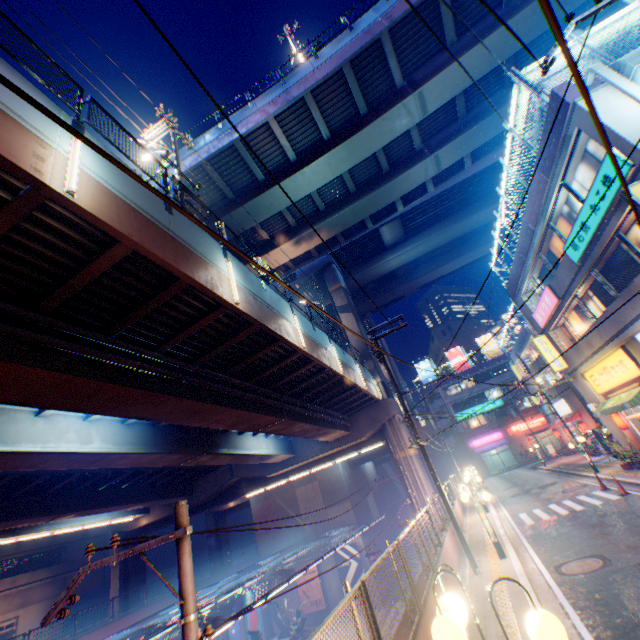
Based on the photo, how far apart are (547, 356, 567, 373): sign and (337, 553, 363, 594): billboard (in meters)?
24.76

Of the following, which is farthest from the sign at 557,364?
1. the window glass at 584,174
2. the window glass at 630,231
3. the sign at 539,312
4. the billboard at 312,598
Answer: the billboard at 312,598

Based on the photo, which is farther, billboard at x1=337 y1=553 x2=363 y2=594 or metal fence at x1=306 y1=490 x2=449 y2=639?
billboard at x1=337 y1=553 x2=363 y2=594

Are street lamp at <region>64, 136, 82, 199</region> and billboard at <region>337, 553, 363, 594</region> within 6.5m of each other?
no

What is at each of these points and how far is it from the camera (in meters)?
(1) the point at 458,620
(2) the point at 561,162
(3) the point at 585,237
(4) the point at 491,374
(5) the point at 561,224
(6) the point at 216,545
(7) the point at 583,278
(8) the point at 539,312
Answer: (1) street lamp, 2.73
(2) building, 12.29
(3) sign, 12.90
(4) building, 53.69
(5) window glass, 15.20
(6) overpass support, 42.97
(7) building, 14.67
(8) sign, 20.25

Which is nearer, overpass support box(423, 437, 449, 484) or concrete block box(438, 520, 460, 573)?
concrete block box(438, 520, 460, 573)

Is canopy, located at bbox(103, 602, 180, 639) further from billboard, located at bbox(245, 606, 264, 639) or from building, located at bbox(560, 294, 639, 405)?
building, located at bbox(560, 294, 639, 405)

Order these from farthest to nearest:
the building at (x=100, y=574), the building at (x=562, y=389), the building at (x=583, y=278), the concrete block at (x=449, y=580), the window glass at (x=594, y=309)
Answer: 1. the building at (x=100, y=574)
2. the building at (x=562, y=389)
3. the window glass at (x=594, y=309)
4. the building at (x=583, y=278)
5. the concrete block at (x=449, y=580)
